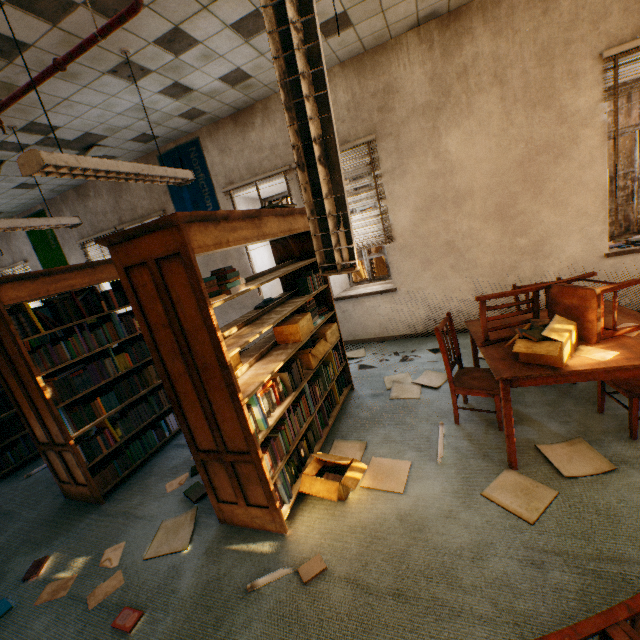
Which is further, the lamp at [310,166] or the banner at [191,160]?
the banner at [191,160]

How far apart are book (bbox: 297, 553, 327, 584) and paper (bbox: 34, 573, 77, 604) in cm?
170

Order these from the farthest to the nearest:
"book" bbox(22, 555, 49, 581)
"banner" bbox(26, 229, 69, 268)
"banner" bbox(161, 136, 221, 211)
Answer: "banner" bbox(26, 229, 69, 268) → "banner" bbox(161, 136, 221, 211) → "book" bbox(22, 555, 49, 581)

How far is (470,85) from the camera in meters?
3.9 m

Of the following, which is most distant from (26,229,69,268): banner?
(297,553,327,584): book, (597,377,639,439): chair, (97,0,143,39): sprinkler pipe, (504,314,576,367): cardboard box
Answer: (597,377,639,439): chair

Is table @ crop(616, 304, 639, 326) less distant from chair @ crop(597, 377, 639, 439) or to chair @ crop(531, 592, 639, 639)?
chair @ crop(597, 377, 639, 439)

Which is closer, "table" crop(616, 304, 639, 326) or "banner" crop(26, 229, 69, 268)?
"table" crop(616, 304, 639, 326)

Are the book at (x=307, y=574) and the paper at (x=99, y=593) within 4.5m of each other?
yes
